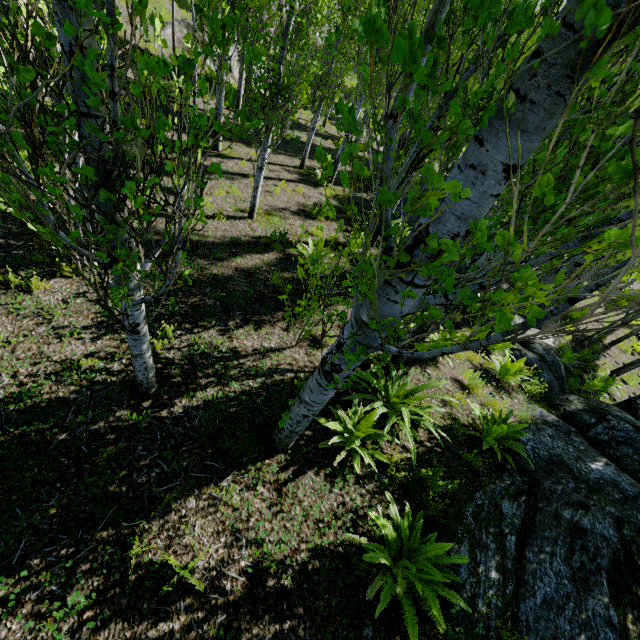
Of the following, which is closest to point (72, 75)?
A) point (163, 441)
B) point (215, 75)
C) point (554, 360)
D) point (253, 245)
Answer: point (163, 441)

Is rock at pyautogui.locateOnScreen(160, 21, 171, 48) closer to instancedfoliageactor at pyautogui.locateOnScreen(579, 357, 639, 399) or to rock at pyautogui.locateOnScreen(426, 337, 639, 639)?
Result: instancedfoliageactor at pyautogui.locateOnScreen(579, 357, 639, 399)

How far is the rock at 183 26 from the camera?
16.1m

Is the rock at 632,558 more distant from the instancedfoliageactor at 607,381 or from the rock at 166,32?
the rock at 166,32

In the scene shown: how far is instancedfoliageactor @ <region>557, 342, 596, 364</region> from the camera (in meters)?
9.53

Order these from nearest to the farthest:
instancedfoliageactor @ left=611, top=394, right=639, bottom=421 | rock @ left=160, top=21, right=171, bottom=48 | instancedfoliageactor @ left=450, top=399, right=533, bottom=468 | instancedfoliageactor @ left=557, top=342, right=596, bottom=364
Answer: instancedfoliageactor @ left=450, top=399, right=533, bottom=468 < instancedfoliageactor @ left=611, top=394, right=639, bottom=421 < instancedfoliageactor @ left=557, top=342, right=596, bottom=364 < rock @ left=160, top=21, right=171, bottom=48

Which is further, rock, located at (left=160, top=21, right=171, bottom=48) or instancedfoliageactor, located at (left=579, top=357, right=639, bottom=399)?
rock, located at (left=160, top=21, right=171, bottom=48)

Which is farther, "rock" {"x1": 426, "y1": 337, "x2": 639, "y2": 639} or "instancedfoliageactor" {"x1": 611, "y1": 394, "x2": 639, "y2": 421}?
"instancedfoliageactor" {"x1": 611, "y1": 394, "x2": 639, "y2": 421}
